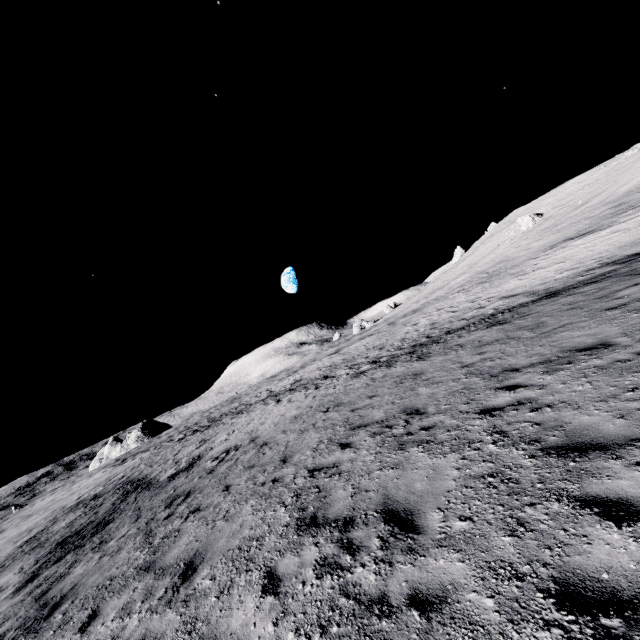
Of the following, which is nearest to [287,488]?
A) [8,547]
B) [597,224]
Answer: [8,547]

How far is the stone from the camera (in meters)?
49.44

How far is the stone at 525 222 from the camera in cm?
4944
